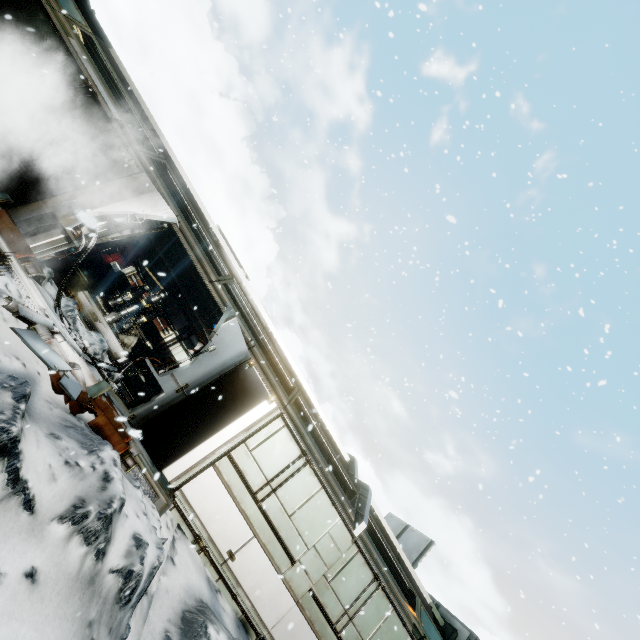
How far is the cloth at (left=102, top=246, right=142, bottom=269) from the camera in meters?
15.5

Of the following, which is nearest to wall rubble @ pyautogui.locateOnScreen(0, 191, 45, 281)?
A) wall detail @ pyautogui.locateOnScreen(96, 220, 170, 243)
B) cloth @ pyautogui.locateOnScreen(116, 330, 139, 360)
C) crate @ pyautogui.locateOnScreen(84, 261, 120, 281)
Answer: wall detail @ pyautogui.locateOnScreen(96, 220, 170, 243)

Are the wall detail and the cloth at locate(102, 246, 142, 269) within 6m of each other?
no

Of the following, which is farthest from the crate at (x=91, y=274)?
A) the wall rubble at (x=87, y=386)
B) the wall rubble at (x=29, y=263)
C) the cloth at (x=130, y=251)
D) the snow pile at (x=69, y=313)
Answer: the wall rubble at (x=87, y=386)

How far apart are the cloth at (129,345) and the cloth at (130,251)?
3.79m

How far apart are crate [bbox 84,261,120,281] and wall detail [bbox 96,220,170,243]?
9.0 meters

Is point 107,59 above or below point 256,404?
above

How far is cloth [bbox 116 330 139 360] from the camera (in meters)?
12.56
